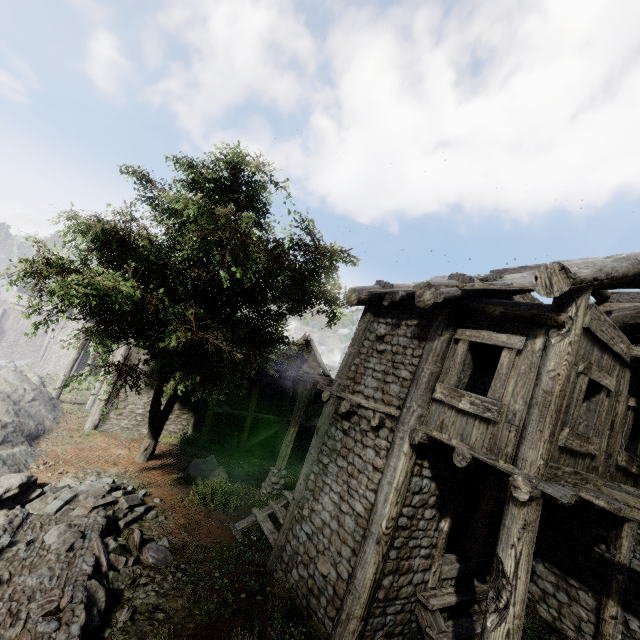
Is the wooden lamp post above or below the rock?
above

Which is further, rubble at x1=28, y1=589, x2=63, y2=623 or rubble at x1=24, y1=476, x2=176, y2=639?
rubble at x1=24, y1=476, x2=176, y2=639

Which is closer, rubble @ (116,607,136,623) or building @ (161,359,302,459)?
rubble @ (116,607,136,623)

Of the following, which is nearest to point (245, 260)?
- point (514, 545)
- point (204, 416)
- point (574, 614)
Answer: point (514, 545)

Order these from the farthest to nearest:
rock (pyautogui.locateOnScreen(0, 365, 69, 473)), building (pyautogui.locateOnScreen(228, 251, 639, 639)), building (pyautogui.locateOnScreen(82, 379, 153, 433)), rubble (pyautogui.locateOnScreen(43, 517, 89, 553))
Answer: building (pyautogui.locateOnScreen(82, 379, 153, 433))
rock (pyautogui.locateOnScreen(0, 365, 69, 473))
rubble (pyautogui.locateOnScreen(43, 517, 89, 553))
building (pyautogui.locateOnScreen(228, 251, 639, 639))

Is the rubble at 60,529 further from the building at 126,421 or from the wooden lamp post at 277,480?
the wooden lamp post at 277,480

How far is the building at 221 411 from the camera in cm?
1861

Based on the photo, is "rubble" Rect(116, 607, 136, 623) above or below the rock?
above
